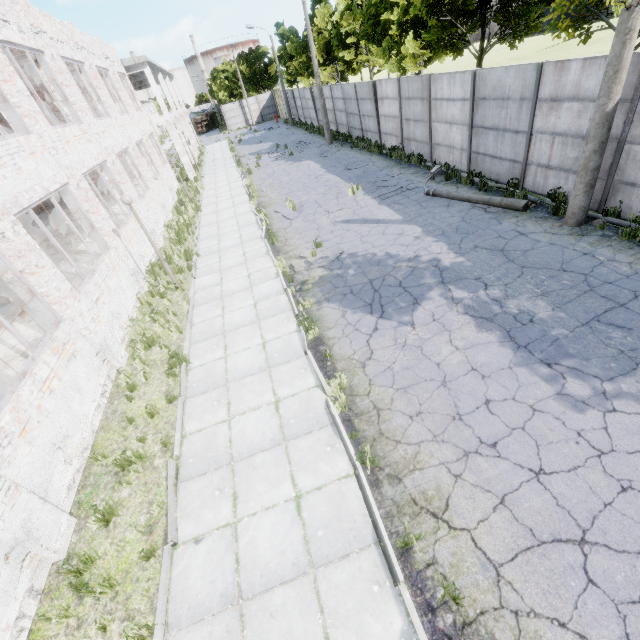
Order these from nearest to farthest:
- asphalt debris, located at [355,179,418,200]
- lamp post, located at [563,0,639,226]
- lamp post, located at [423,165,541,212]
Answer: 1. lamp post, located at [563,0,639,226]
2. lamp post, located at [423,165,541,212]
3. asphalt debris, located at [355,179,418,200]

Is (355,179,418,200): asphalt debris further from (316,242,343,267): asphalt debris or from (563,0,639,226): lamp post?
(563,0,639,226): lamp post

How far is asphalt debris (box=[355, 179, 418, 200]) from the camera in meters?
14.3

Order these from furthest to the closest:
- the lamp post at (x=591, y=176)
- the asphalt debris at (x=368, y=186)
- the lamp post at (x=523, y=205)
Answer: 1. the asphalt debris at (x=368, y=186)
2. the lamp post at (x=523, y=205)
3. the lamp post at (x=591, y=176)

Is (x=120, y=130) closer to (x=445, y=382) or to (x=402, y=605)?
(x=445, y=382)

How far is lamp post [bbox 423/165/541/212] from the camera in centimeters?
1034cm

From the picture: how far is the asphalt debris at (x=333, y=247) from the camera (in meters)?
10.61

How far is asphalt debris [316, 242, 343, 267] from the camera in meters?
10.6
